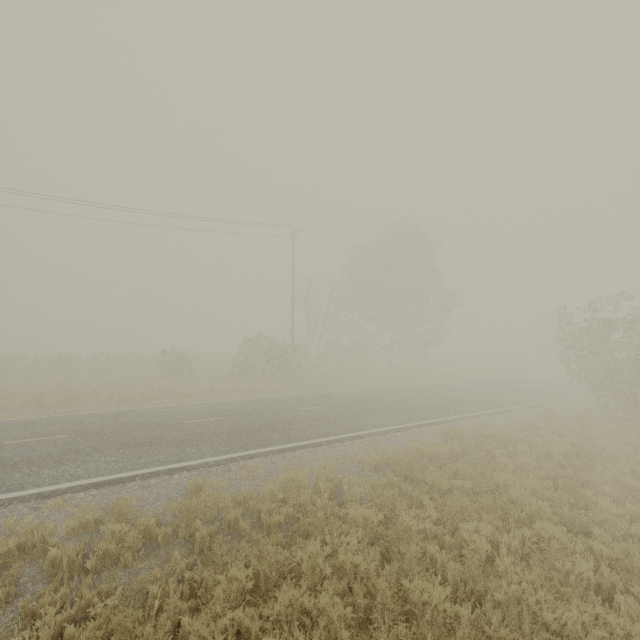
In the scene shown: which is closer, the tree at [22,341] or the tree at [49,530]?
the tree at [49,530]

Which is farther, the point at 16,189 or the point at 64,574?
the point at 16,189

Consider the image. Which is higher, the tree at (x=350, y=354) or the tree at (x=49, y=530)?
the tree at (x=350, y=354)

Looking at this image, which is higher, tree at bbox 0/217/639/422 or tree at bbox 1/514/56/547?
tree at bbox 0/217/639/422

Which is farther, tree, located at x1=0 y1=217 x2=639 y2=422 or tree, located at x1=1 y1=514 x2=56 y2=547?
tree, located at x1=0 y1=217 x2=639 y2=422

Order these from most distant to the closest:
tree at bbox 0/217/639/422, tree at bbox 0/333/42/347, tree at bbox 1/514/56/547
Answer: tree at bbox 0/333/42/347, tree at bbox 0/217/639/422, tree at bbox 1/514/56/547
